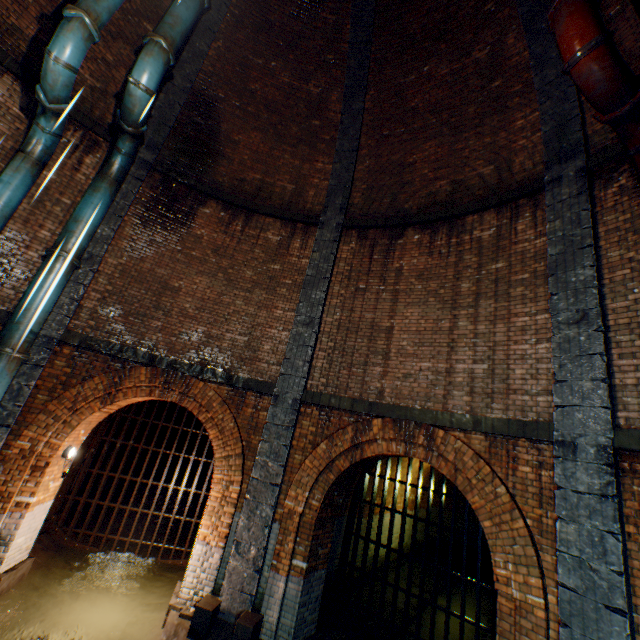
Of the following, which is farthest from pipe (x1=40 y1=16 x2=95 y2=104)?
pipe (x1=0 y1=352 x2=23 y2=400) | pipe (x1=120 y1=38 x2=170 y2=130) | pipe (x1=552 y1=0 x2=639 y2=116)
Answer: pipe (x1=552 y1=0 x2=639 y2=116)

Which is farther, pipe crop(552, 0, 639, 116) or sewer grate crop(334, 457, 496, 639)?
sewer grate crop(334, 457, 496, 639)

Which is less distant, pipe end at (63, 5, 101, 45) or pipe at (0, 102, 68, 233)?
pipe end at (63, 5, 101, 45)

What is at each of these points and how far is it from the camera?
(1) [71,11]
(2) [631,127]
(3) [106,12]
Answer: (1) pipe end, 5.7m
(2) pipe, 4.6m
(3) pipe, 6.1m

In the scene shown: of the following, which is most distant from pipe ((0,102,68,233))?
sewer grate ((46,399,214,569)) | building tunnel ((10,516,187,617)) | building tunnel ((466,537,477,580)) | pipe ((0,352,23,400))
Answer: building tunnel ((466,537,477,580))

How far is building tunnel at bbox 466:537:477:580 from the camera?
14.4m

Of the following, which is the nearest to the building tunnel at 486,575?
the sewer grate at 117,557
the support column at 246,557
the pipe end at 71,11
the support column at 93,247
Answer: the sewer grate at 117,557

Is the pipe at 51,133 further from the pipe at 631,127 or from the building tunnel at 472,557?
the building tunnel at 472,557
